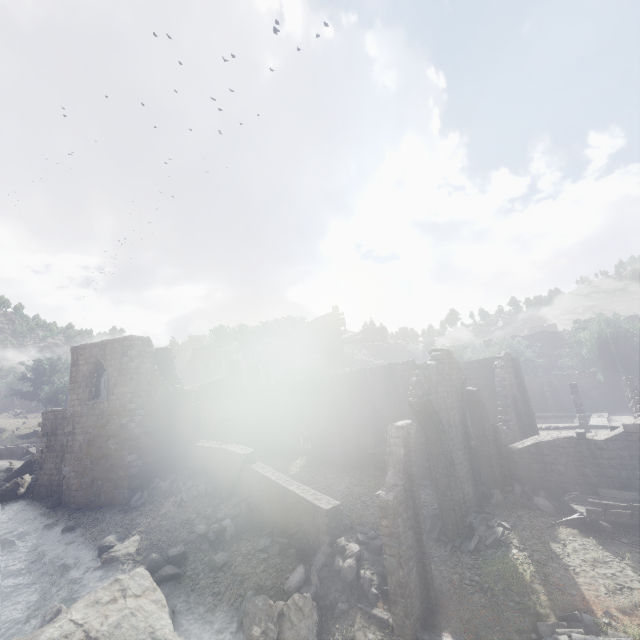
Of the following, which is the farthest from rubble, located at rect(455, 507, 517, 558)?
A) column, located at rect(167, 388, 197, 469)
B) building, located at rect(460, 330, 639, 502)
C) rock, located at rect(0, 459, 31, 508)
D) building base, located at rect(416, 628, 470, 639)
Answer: rock, located at rect(0, 459, 31, 508)

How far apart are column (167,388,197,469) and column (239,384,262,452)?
4.70m

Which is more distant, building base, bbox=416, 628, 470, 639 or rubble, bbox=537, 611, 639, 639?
building base, bbox=416, 628, 470, 639

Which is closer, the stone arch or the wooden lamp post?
the wooden lamp post

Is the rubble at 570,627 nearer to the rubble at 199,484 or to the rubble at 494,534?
the rubble at 494,534

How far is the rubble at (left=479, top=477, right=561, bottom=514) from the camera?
14.97m

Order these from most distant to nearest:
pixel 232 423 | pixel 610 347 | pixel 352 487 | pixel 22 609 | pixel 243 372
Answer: pixel 610 347
pixel 243 372
pixel 232 423
pixel 352 487
pixel 22 609

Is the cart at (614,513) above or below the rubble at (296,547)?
above
